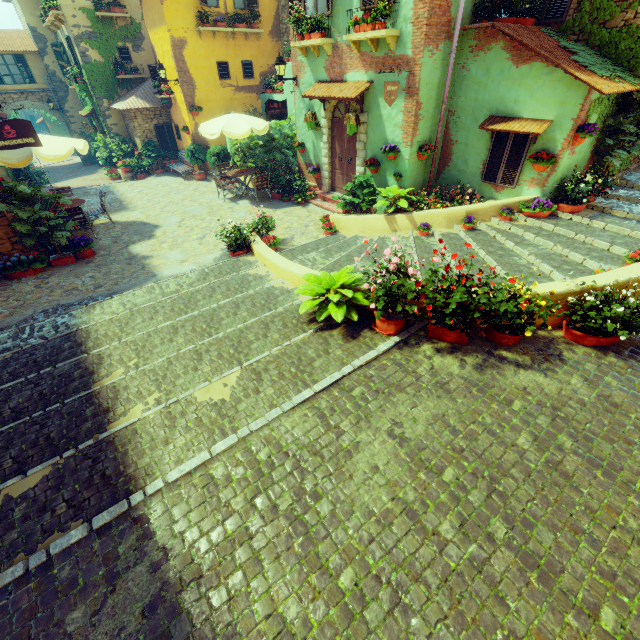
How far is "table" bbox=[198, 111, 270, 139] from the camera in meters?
10.9

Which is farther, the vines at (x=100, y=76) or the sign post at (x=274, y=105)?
the vines at (x=100, y=76)

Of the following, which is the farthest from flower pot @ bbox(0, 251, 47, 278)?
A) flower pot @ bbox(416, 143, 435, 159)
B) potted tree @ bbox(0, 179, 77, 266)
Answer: flower pot @ bbox(416, 143, 435, 159)

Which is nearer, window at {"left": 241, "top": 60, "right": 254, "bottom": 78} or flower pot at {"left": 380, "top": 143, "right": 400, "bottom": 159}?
flower pot at {"left": 380, "top": 143, "right": 400, "bottom": 159}

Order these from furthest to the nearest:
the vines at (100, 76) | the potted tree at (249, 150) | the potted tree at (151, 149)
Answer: the potted tree at (151, 149), the vines at (100, 76), the potted tree at (249, 150)

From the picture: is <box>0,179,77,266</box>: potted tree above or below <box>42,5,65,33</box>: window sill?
below

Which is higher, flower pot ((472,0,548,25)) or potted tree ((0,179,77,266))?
flower pot ((472,0,548,25))

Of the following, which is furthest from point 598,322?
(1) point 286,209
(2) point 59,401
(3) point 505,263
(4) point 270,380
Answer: (1) point 286,209
